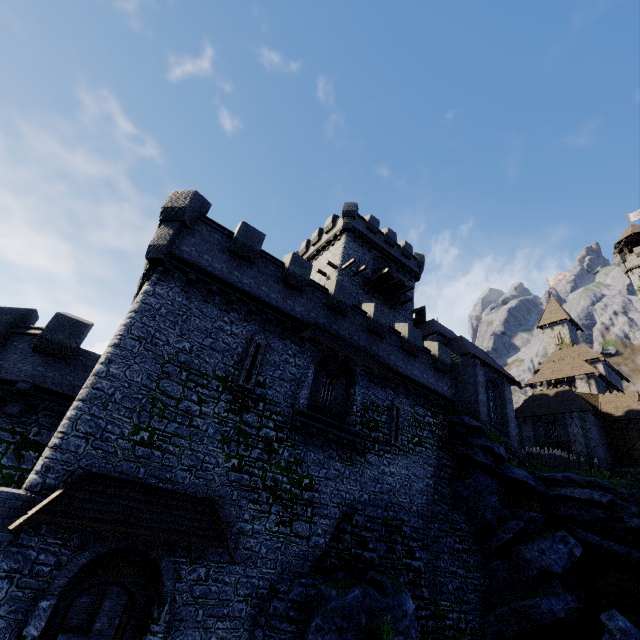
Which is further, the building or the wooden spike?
the building

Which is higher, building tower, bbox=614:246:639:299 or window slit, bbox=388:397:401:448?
building tower, bbox=614:246:639:299

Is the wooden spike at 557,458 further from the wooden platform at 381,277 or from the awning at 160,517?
the awning at 160,517

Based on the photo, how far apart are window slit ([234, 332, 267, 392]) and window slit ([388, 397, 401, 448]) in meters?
8.3

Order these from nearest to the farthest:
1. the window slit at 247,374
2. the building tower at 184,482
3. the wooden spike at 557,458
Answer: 1. the building tower at 184,482
2. the window slit at 247,374
3. the wooden spike at 557,458

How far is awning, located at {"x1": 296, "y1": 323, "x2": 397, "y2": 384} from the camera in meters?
15.9

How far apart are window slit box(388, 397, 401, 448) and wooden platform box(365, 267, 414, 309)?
12.3m

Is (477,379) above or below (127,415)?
above
